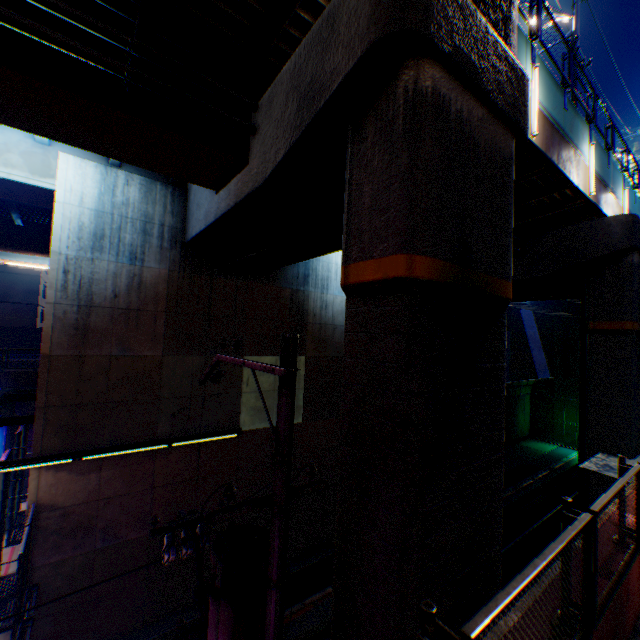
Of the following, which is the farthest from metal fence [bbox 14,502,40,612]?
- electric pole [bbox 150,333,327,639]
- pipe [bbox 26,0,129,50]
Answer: pipe [bbox 26,0,129,50]

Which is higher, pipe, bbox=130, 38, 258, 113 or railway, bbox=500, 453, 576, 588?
pipe, bbox=130, 38, 258, 113

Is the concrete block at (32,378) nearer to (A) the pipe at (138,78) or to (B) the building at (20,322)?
(A) the pipe at (138,78)

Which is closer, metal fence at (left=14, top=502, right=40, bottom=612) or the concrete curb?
the concrete curb

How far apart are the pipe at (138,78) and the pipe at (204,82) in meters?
0.3

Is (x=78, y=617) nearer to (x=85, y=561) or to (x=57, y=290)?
(x=85, y=561)

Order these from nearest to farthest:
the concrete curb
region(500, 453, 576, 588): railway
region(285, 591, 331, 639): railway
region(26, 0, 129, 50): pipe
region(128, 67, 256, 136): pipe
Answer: the concrete curb < region(26, 0, 129, 50): pipe < region(128, 67, 256, 136): pipe < region(285, 591, 331, 639): railway < region(500, 453, 576, 588): railway

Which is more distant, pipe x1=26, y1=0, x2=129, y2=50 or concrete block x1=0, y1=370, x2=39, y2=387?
concrete block x1=0, y1=370, x2=39, y2=387
